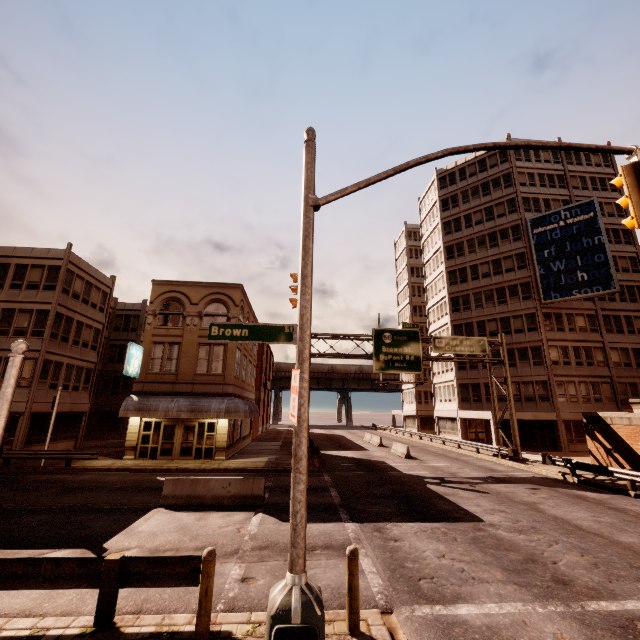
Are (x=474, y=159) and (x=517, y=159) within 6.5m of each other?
yes

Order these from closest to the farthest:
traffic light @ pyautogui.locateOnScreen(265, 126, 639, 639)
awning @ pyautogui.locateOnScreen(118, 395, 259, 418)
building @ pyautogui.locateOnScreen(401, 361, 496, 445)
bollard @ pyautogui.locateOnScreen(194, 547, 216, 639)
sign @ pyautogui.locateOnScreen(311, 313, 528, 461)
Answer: traffic light @ pyautogui.locateOnScreen(265, 126, 639, 639)
bollard @ pyautogui.locateOnScreen(194, 547, 216, 639)
awning @ pyautogui.locateOnScreen(118, 395, 259, 418)
sign @ pyautogui.locateOnScreen(311, 313, 528, 461)
building @ pyautogui.locateOnScreen(401, 361, 496, 445)

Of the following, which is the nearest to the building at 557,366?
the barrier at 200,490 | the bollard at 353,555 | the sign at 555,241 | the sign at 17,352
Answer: the sign at 555,241

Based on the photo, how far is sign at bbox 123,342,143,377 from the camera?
22.2 meters

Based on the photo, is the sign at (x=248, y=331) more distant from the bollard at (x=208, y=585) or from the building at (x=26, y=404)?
the building at (x=26, y=404)

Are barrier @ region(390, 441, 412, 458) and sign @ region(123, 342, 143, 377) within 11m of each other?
no

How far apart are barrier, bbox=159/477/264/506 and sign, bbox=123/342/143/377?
11.73m

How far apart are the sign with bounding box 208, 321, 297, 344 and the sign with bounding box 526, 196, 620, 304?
38.7m
